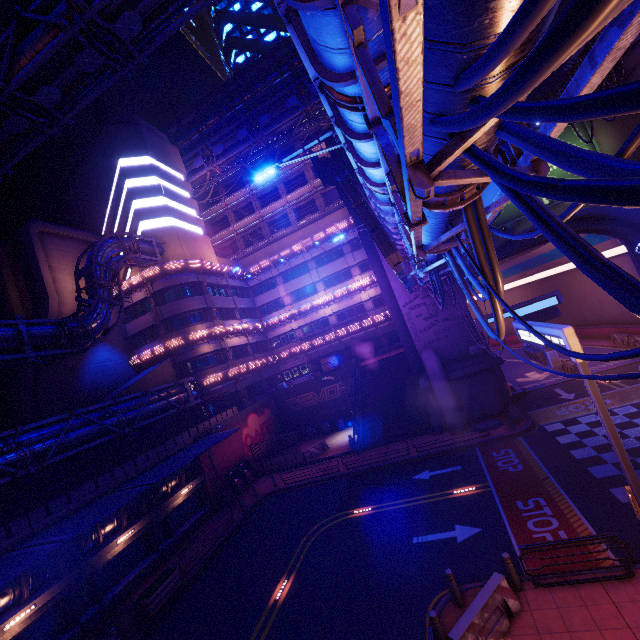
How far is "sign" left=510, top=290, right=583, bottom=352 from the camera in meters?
9.0

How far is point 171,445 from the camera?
23.8 meters

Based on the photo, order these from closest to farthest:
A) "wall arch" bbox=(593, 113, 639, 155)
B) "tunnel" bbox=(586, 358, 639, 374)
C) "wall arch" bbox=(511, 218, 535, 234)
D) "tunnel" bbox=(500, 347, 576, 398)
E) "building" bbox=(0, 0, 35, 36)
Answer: "wall arch" bbox=(593, 113, 639, 155) < "wall arch" bbox=(511, 218, 535, 234) < "tunnel" bbox=(586, 358, 639, 374) < "tunnel" bbox=(500, 347, 576, 398) < "building" bbox=(0, 0, 35, 36)

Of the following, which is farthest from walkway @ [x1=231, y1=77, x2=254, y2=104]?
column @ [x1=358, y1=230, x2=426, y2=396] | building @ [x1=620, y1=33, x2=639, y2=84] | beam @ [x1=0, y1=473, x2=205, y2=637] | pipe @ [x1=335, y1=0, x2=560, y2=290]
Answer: beam @ [x1=0, y1=473, x2=205, y2=637]

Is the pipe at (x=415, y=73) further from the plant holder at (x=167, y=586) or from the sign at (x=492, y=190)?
the plant holder at (x=167, y=586)

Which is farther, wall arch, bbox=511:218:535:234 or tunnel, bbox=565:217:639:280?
tunnel, bbox=565:217:639:280

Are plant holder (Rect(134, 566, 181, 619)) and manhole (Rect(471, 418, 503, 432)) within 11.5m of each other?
no

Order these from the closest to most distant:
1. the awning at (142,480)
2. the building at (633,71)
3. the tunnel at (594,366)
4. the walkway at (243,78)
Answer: the awning at (142,480), the building at (633,71), the tunnel at (594,366), the walkway at (243,78)
